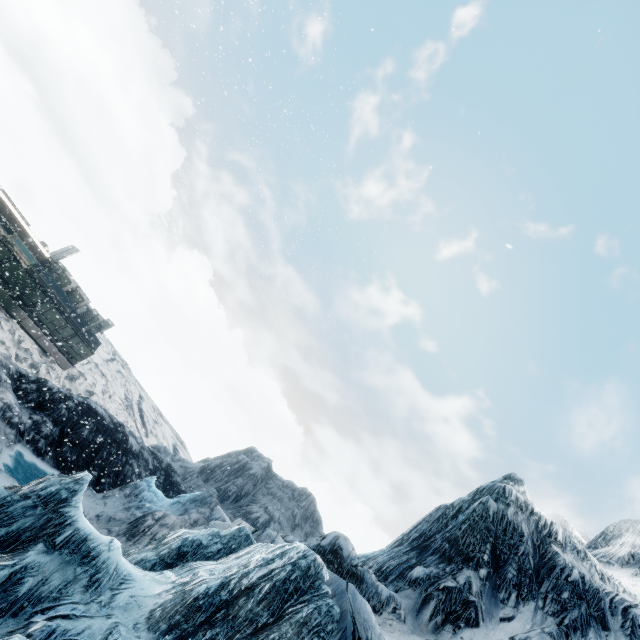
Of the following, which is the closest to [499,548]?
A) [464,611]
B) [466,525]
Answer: [466,525]
